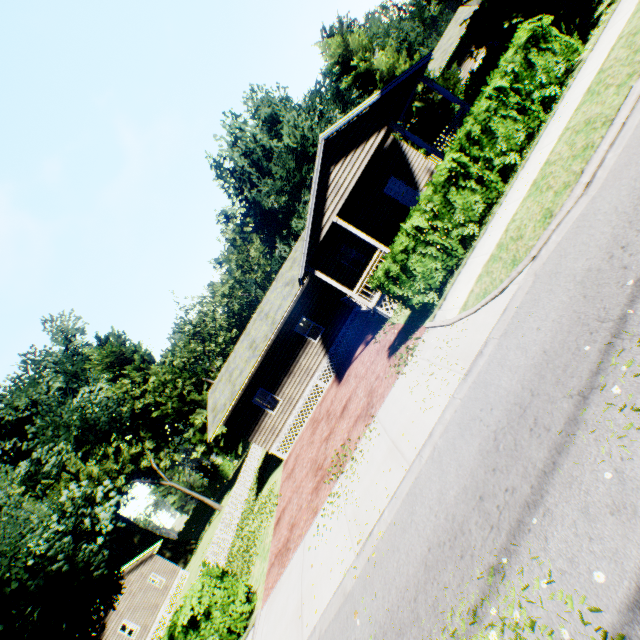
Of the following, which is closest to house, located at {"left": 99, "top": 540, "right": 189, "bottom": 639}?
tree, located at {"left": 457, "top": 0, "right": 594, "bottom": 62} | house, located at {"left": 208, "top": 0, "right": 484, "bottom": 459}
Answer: house, located at {"left": 208, "top": 0, "right": 484, "bottom": 459}

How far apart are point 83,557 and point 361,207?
19.9 meters

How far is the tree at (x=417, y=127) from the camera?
20.6m

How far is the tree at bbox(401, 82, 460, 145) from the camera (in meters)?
20.64

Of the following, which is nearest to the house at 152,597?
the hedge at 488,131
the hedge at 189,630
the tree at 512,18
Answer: the hedge at 189,630

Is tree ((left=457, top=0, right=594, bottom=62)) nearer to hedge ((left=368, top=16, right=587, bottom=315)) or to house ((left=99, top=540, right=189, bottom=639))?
hedge ((left=368, top=16, right=587, bottom=315))

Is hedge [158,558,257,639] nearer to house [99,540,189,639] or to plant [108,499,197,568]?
house [99,540,189,639]

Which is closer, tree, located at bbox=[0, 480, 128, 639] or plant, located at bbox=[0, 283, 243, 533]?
tree, located at bbox=[0, 480, 128, 639]
